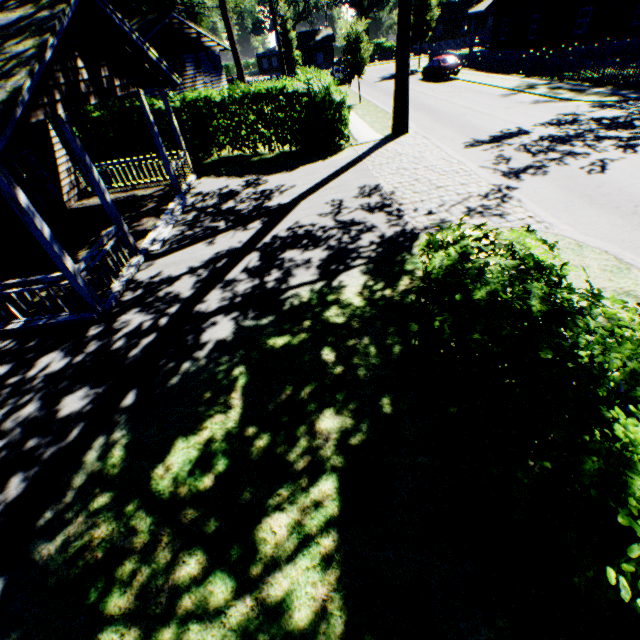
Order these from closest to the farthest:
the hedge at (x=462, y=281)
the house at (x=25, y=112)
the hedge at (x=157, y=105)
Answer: the hedge at (x=462, y=281) → the house at (x=25, y=112) → the hedge at (x=157, y=105)

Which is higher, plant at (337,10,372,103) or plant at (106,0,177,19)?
plant at (106,0,177,19)

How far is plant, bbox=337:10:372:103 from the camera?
22.03m

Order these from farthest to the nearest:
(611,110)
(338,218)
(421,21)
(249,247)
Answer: (421,21) → (611,110) → (338,218) → (249,247)

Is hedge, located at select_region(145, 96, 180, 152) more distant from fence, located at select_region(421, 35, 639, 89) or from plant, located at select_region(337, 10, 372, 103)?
fence, located at select_region(421, 35, 639, 89)

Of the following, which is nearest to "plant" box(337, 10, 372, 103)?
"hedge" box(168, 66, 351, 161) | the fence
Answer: the fence

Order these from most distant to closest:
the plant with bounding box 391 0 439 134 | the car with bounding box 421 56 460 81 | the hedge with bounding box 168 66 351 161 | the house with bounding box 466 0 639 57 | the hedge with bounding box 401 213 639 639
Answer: the car with bounding box 421 56 460 81 < the house with bounding box 466 0 639 57 < the hedge with bounding box 168 66 351 161 < the plant with bounding box 391 0 439 134 < the hedge with bounding box 401 213 639 639

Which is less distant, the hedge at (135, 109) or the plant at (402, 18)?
the plant at (402, 18)
